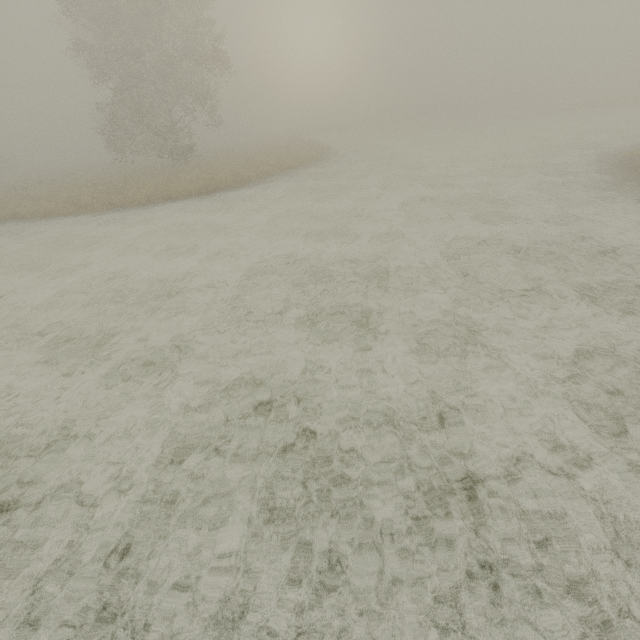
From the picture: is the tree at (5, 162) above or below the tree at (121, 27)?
below

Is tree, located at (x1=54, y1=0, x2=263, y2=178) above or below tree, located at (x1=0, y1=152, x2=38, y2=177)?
above

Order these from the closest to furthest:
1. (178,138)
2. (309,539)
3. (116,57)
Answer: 1. (309,539)
2. (116,57)
3. (178,138)

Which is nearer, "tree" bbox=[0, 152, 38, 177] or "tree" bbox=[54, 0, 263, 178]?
"tree" bbox=[54, 0, 263, 178]

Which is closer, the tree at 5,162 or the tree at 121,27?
the tree at 121,27
